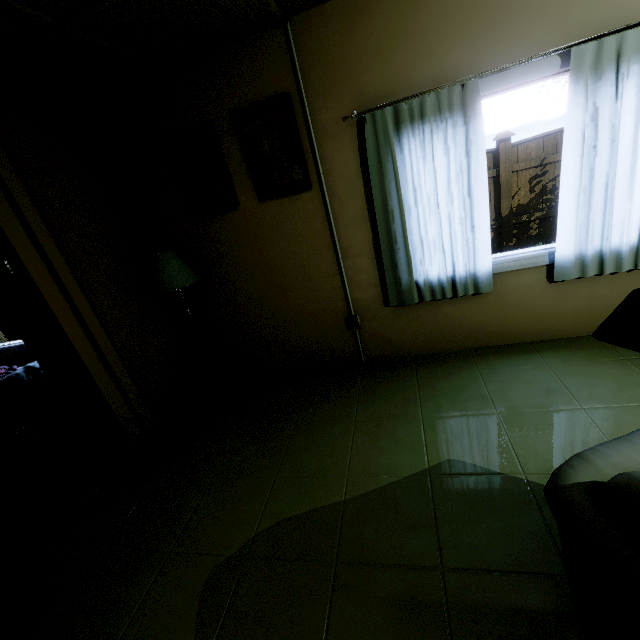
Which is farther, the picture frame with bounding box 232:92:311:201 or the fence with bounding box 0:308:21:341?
the fence with bounding box 0:308:21:341

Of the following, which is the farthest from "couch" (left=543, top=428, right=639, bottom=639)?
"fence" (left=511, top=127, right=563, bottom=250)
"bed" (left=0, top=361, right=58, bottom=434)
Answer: "fence" (left=511, top=127, right=563, bottom=250)

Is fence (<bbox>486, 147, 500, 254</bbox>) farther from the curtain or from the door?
the door

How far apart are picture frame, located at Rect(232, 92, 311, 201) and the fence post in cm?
540

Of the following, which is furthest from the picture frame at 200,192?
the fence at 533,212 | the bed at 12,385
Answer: the fence at 533,212

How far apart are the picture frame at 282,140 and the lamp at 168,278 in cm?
105

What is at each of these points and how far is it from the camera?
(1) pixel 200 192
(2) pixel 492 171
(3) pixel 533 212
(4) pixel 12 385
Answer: (1) picture frame, 2.9m
(2) fence, 6.4m
(3) fence, 6.6m
(4) bed, 3.4m

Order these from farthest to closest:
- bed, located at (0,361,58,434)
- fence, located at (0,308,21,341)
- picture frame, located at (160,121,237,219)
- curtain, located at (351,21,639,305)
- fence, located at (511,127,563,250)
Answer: fence, located at (0,308,21,341), fence, located at (511,127,563,250), bed, located at (0,361,58,434), picture frame, located at (160,121,237,219), curtain, located at (351,21,639,305)
